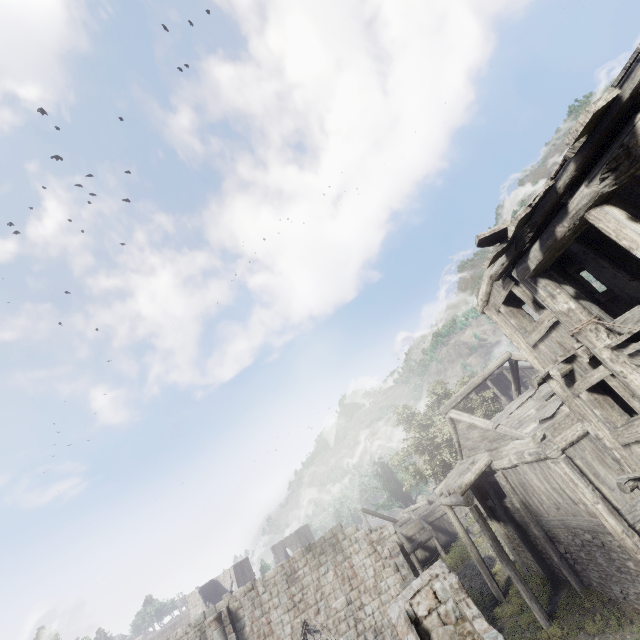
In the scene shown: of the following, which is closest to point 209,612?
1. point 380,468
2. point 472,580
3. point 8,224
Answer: point 472,580
